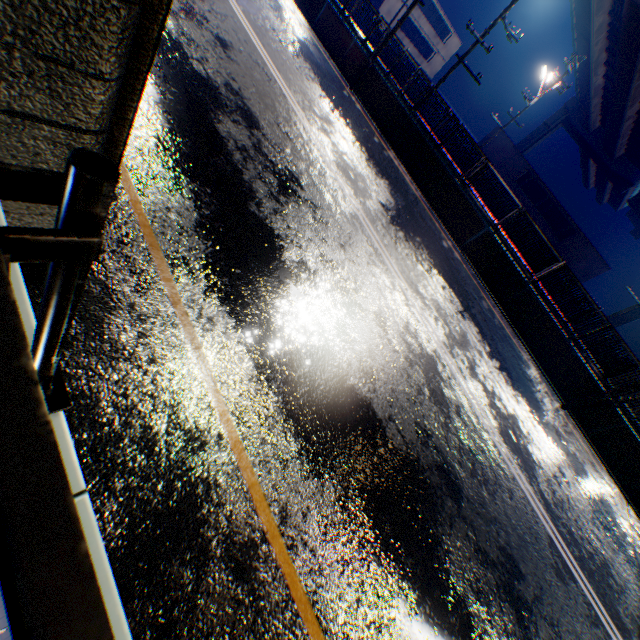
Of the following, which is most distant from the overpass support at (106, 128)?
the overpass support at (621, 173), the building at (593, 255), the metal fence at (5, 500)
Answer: the building at (593, 255)

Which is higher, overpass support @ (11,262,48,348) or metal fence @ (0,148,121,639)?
metal fence @ (0,148,121,639)

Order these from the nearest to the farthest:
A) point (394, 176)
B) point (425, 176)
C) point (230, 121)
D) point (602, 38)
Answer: point (230, 121), point (394, 176), point (425, 176), point (602, 38)

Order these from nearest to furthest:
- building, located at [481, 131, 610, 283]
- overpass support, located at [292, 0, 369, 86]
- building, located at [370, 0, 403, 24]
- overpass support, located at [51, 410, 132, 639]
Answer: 1. overpass support, located at [51, 410, 132, 639]
2. overpass support, located at [292, 0, 369, 86]
3. building, located at [481, 131, 610, 283]
4. building, located at [370, 0, 403, 24]

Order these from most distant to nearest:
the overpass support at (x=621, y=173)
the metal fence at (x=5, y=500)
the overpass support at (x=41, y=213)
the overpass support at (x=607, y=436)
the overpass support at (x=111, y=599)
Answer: the overpass support at (x=621, y=173) → the overpass support at (x=607, y=436) → the overpass support at (x=41, y=213) → the overpass support at (x=111, y=599) → the metal fence at (x=5, y=500)

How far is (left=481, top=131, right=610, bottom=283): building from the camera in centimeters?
3167cm

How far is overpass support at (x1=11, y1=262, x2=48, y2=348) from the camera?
1.5 meters

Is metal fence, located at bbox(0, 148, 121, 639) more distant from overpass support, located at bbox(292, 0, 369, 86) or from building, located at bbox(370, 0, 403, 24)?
building, located at bbox(370, 0, 403, 24)
